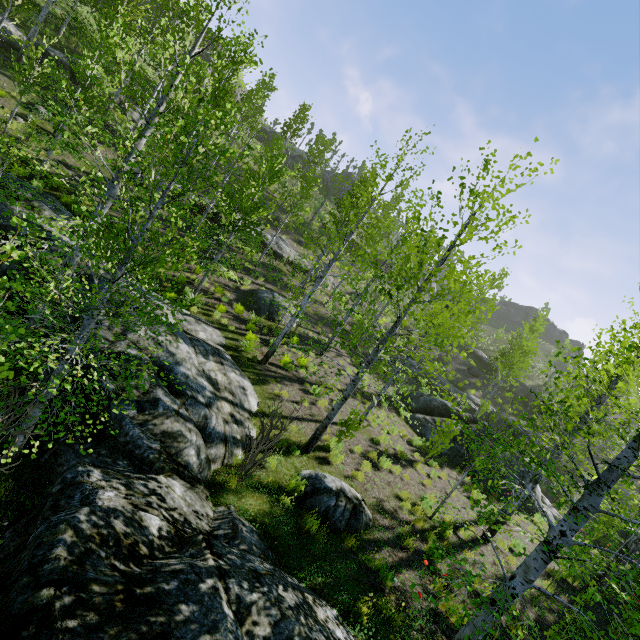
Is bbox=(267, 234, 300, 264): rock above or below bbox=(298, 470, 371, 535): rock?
above

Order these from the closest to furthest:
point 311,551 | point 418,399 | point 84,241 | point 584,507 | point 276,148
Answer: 1. point 584,507
2. point 311,551
3. point 84,241
4. point 418,399
5. point 276,148

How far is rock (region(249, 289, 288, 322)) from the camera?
17.8 meters

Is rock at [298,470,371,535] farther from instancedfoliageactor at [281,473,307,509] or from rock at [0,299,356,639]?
instancedfoliageactor at [281,473,307,509]

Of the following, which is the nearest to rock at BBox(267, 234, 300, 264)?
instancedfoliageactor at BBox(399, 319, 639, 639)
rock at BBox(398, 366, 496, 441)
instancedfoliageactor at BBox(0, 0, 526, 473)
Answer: instancedfoliageactor at BBox(0, 0, 526, 473)

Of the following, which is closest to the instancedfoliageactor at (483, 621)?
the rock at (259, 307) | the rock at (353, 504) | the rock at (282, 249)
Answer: the rock at (353, 504)

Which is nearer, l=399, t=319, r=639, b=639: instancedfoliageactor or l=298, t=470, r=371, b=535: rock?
l=399, t=319, r=639, b=639: instancedfoliageactor

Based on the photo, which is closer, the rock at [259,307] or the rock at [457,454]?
the rock at [457,454]
